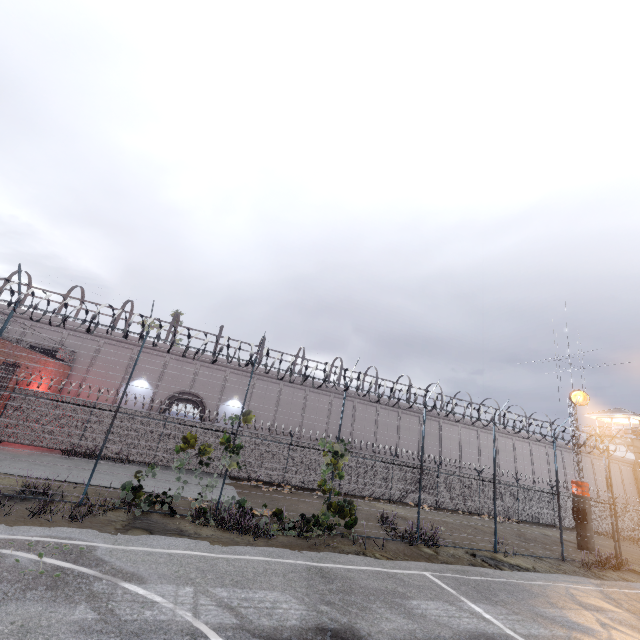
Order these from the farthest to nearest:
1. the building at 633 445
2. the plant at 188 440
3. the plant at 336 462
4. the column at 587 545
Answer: the building at 633 445 < the column at 587 545 < the plant at 336 462 < the plant at 188 440

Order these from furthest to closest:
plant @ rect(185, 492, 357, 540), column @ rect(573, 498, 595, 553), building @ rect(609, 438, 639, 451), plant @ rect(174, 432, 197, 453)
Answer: building @ rect(609, 438, 639, 451)
column @ rect(573, 498, 595, 553)
plant @ rect(174, 432, 197, 453)
plant @ rect(185, 492, 357, 540)

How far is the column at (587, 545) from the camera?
18.3m

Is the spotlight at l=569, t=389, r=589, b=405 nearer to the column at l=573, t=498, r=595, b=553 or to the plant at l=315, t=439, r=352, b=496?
the column at l=573, t=498, r=595, b=553

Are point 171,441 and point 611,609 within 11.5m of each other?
no

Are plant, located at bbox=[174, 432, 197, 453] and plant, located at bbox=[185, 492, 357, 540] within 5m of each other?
yes

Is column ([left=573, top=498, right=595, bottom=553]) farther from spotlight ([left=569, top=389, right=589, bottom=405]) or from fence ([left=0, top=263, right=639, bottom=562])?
spotlight ([left=569, top=389, right=589, bottom=405])

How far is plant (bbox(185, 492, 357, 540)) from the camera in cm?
992
